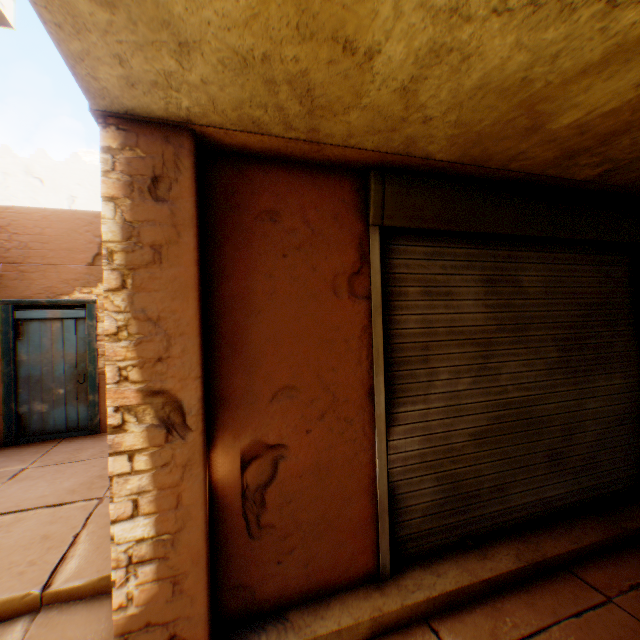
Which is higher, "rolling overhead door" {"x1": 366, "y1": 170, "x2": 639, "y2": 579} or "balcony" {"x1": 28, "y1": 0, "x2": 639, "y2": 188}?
"balcony" {"x1": 28, "y1": 0, "x2": 639, "y2": 188}

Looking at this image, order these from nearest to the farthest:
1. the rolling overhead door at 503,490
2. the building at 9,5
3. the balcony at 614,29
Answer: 1. the balcony at 614,29
2. the rolling overhead door at 503,490
3. the building at 9,5

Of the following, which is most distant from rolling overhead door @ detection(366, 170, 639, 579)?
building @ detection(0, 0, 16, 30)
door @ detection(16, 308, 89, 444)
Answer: door @ detection(16, 308, 89, 444)

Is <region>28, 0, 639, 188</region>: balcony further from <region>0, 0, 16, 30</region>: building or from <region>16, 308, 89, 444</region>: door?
<region>16, 308, 89, 444</region>: door

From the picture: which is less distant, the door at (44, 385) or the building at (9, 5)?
the door at (44, 385)

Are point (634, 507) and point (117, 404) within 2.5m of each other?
no

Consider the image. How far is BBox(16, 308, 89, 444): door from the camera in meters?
5.6

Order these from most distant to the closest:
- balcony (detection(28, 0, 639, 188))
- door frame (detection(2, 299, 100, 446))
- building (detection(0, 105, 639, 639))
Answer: door frame (detection(2, 299, 100, 446))
building (detection(0, 105, 639, 639))
balcony (detection(28, 0, 639, 188))
